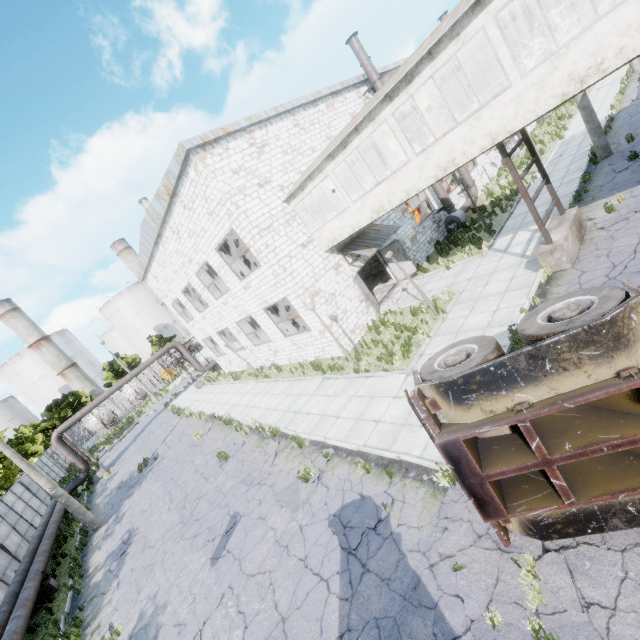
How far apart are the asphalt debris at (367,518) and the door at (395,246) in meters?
12.8

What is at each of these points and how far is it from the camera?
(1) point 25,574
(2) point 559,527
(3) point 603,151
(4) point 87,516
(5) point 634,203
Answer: (1) pipe, 14.9m
(2) truck, 4.5m
(3) lamp post, 15.4m
(4) lamp post, 16.9m
(5) asphalt debris, 10.6m

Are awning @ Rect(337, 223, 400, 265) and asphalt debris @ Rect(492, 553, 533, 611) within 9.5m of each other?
no

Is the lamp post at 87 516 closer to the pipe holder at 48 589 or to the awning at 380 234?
the pipe holder at 48 589

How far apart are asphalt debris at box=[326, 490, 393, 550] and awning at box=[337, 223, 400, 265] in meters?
10.4

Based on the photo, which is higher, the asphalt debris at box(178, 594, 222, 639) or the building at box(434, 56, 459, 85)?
the building at box(434, 56, 459, 85)

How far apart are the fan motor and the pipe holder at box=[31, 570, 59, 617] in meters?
27.0

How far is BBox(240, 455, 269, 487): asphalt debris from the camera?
11.0 meters
